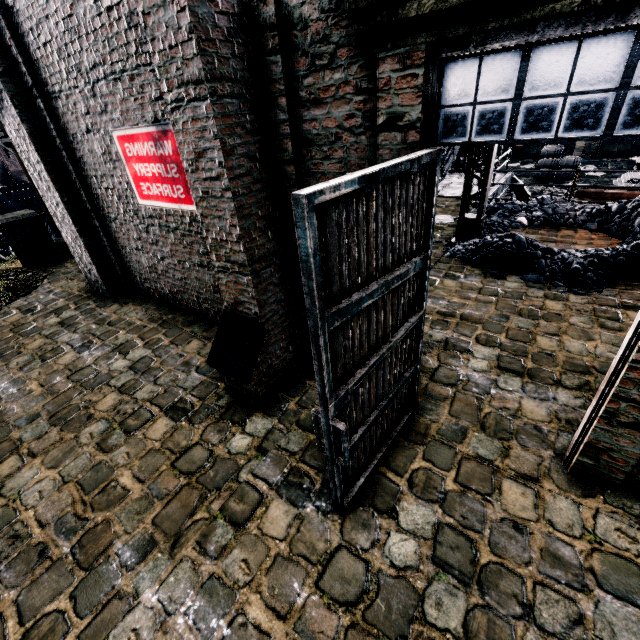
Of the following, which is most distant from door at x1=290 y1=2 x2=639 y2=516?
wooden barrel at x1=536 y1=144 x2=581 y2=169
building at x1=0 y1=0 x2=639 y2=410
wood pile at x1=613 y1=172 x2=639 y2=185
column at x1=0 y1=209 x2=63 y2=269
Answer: wooden barrel at x1=536 y1=144 x2=581 y2=169

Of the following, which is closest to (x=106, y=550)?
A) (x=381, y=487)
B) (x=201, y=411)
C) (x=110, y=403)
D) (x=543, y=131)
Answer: (x=201, y=411)

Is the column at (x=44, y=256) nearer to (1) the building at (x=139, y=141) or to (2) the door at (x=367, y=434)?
(1) the building at (x=139, y=141)

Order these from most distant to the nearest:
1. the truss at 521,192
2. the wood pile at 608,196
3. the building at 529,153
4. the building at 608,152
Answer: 1. the building at 529,153
2. the building at 608,152
3. the truss at 521,192
4. the wood pile at 608,196

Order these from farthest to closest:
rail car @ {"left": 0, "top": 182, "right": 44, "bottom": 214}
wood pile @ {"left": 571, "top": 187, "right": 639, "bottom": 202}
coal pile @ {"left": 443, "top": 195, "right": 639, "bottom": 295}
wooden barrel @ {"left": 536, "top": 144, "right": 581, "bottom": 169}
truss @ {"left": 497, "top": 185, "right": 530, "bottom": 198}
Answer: wooden barrel @ {"left": 536, "top": 144, "right": 581, "bottom": 169}
rail car @ {"left": 0, "top": 182, "right": 44, "bottom": 214}
truss @ {"left": 497, "top": 185, "right": 530, "bottom": 198}
wood pile @ {"left": 571, "top": 187, "right": 639, "bottom": 202}
coal pile @ {"left": 443, "top": 195, "right": 639, "bottom": 295}

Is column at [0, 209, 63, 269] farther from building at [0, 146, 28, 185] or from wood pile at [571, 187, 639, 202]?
wood pile at [571, 187, 639, 202]

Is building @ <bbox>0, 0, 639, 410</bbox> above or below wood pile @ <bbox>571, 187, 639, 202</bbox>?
above

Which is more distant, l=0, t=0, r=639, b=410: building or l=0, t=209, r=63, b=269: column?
l=0, t=209, r=63, b=269: column
